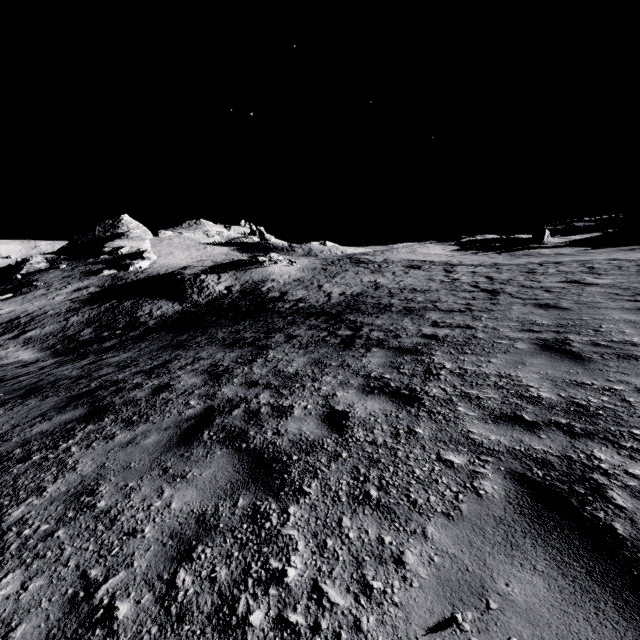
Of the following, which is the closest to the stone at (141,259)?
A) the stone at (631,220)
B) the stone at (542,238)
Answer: the stone at (542,238)

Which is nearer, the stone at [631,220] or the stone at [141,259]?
the stone at [631,220]

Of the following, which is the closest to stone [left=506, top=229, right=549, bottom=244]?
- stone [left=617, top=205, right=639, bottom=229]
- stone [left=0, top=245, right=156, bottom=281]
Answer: stone [left=617, top=205, right=639, bottom=229]

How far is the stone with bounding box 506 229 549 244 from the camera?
47.7m

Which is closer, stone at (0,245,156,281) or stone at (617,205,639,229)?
stone at (617,205,639,229)

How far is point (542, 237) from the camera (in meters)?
47.69

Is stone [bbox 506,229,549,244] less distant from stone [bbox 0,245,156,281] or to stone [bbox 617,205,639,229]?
stone [bbox 617,205,639,229]
